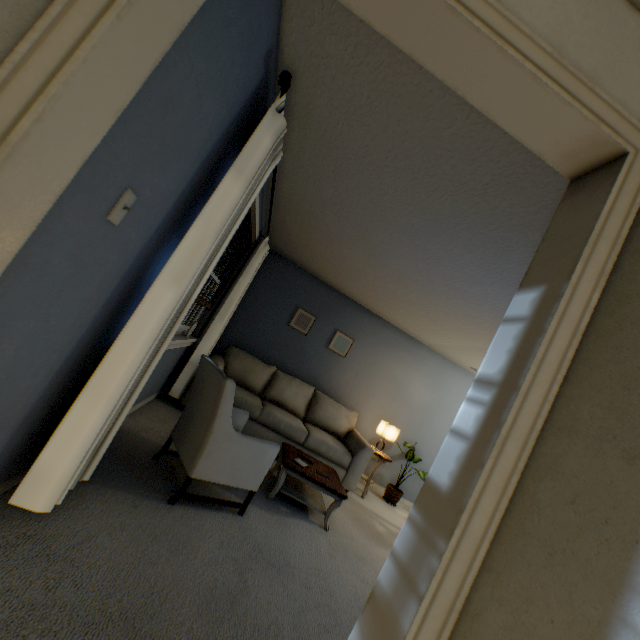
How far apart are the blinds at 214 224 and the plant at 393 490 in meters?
3.2 m

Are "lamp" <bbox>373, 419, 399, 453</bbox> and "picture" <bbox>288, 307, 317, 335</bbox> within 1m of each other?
no

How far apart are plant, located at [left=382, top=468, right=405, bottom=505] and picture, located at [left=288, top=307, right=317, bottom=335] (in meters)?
2.18

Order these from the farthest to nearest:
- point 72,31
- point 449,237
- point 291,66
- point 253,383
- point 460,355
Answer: point 460,355, point 253,383, point 449,237, point 291,66, point 72,31

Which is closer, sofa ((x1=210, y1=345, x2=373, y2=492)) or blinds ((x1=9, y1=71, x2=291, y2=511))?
blinds ((x1=9, y1=71, x2=291, y2=511))

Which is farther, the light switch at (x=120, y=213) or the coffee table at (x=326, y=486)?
the coffee table at (x=326, y=486)

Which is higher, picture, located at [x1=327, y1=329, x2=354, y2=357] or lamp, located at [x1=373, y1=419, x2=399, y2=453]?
picture, located at [x1=327, y1=329, x2=354, y2=357]

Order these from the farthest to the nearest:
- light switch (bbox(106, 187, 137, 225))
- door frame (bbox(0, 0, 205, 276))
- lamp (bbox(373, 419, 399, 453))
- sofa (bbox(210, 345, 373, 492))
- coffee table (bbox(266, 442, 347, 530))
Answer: lamp (bbox(373, 419, 399, 453)) → sofa (bbox(210, 345, 373, 492)) → coffee table (bbox(266, 442, 347, 530)) → light switch (bbox(106, 187, 137, 225)) → door frame (bbox(0, 0, 205, 276))
